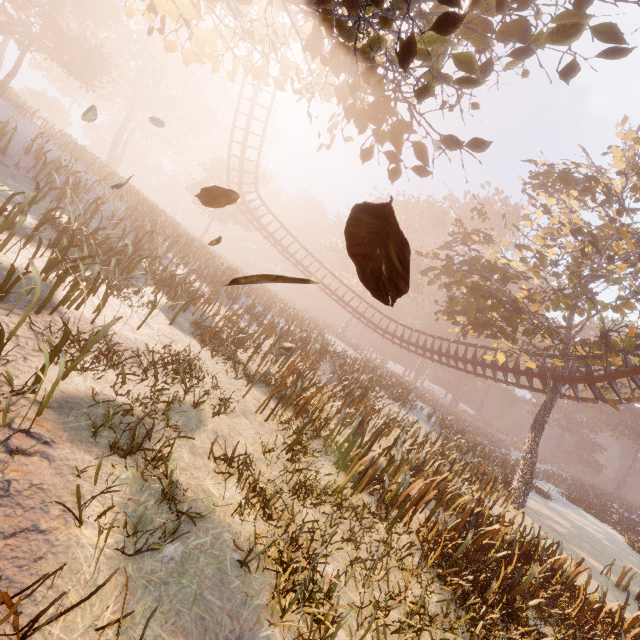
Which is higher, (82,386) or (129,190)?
(129,190)

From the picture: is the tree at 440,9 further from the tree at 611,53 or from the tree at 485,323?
the tree at 485,323

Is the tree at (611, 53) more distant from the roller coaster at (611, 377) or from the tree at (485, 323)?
the roller coaster at (611, 377)

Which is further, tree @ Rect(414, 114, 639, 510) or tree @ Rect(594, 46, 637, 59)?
tree @ Rect(414, 114, 639, 510)

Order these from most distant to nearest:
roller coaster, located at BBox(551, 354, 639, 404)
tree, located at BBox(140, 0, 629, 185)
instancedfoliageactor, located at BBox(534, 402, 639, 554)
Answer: instancedfoliageactor, located at BBox(534, 402, 639, 554)
roller coaster, located at BBox(551, 354, 639, 404)
tree, located at BBox(140, 0, 629, 185)

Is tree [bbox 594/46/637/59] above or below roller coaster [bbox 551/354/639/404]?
above

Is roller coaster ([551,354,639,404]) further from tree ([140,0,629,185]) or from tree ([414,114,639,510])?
tree ([140,0,629,185])

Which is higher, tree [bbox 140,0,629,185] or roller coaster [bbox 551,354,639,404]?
tree [bbox 140,0,629,185]
